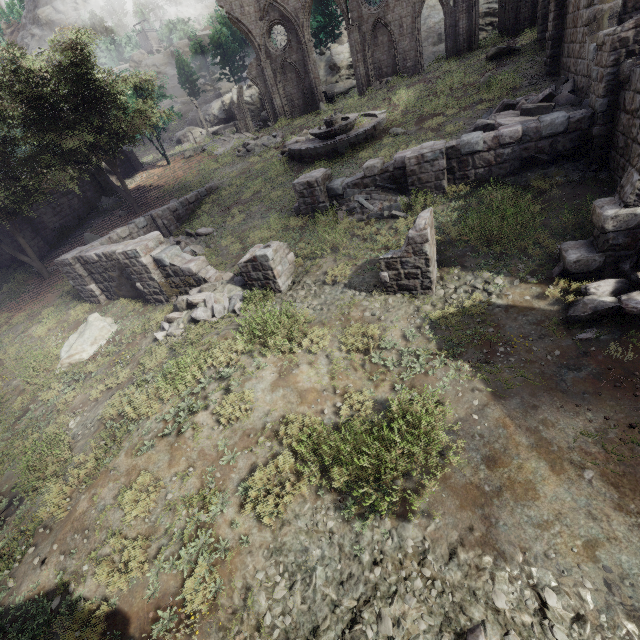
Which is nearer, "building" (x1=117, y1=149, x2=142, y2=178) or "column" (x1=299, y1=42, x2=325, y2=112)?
"column" (x1=299, y1=42, x2=325, y2=112)

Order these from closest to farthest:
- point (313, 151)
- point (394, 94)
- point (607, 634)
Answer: point (607, 634), point (313, 151), point (394, 94)

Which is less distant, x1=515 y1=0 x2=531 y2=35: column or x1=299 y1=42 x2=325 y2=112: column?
x1=515 y1=0 x2=531 y2=35: column

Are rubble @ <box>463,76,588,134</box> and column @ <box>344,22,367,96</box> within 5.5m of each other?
no

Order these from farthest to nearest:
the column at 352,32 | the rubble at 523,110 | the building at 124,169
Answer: the building at 124,169 < the column at 352,32 < the rubble at 523,110

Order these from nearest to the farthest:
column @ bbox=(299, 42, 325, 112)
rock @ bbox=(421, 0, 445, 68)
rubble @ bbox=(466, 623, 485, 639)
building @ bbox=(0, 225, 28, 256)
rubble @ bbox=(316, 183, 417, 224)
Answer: rubble @ bbox=(466, 623, 485, 639)
rubble @ bbox=(316, 183, 417, 224)
building @ bbox=(0, 225, 28, 256)
column @ bbox=(299, 42, 325, 112)
rock @ bbox=(421, 0, 445, 68)

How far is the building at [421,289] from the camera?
7.70m

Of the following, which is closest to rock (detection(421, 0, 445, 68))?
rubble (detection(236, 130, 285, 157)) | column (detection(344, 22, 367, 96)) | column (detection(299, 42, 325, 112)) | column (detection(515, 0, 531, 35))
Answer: column (detection(515, 0, 531, 35))
